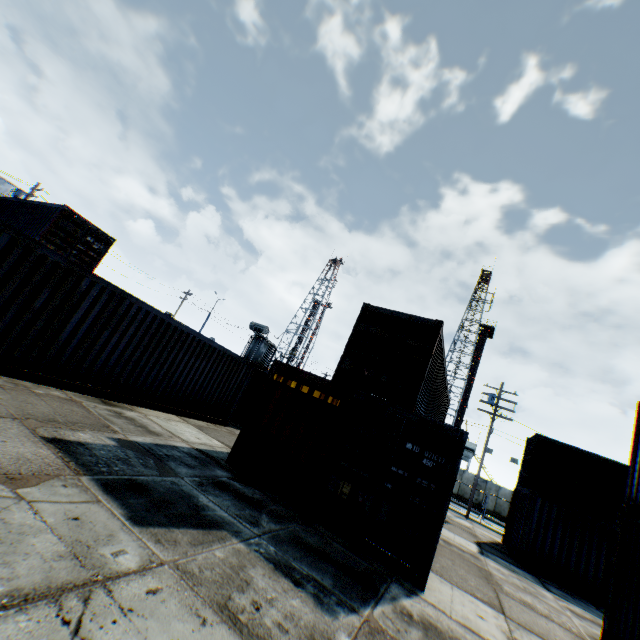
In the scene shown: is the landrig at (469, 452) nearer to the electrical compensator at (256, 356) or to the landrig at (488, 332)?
the landrig at (488, 332)

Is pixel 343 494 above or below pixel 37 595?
above

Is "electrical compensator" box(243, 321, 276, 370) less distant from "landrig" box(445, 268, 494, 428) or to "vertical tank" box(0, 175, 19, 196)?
"landrig" box(445, 268, 494, 428)

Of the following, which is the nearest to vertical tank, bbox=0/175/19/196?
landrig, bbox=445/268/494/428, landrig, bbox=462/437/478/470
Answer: landrig, bbox=462/437/478/470

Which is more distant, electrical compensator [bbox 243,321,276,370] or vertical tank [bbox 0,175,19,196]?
vertical tank [bbox 0,175,19,196]

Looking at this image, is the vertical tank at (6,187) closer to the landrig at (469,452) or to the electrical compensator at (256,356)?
the electrical compensator at (256,356)

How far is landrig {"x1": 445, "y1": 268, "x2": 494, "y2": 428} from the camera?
47.3m

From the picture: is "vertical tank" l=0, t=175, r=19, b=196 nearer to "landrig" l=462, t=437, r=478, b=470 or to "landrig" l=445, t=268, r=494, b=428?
"landrig" l=462, t=437, r=478, b=470
